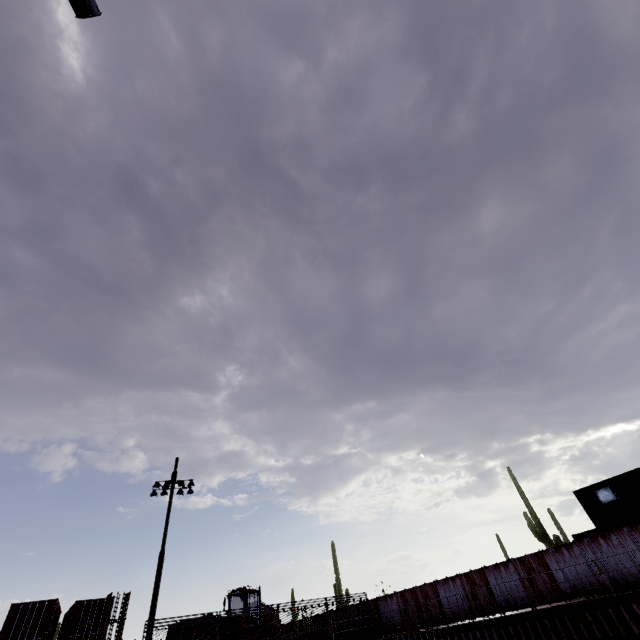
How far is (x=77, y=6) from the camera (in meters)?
6.71

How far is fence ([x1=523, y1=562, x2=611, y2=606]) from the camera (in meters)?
16.66

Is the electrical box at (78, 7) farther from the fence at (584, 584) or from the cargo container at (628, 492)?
the cargo container at (628, 492)

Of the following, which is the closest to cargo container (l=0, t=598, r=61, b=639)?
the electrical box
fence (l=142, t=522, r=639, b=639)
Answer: fence (l=142, t=522, r=639, b=639)

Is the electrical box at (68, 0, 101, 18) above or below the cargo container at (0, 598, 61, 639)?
above

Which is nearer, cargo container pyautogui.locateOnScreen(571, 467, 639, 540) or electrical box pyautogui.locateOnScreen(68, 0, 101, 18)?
electrical box pyautogui.locateOnScreen(68, 0, 101, 18)

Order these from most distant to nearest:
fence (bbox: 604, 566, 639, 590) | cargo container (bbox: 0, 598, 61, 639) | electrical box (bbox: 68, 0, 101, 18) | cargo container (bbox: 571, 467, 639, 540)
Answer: cargo container (bbox: 0, 598, 61, 639) < cargo container (bbox: 571, 467, 639, 540) < fence (bbox: 604, 566, 639, 590) < electrical box (bbox: 68, 0, 101, 18)

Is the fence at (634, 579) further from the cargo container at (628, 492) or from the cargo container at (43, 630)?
the cargo container at (43, 630)
